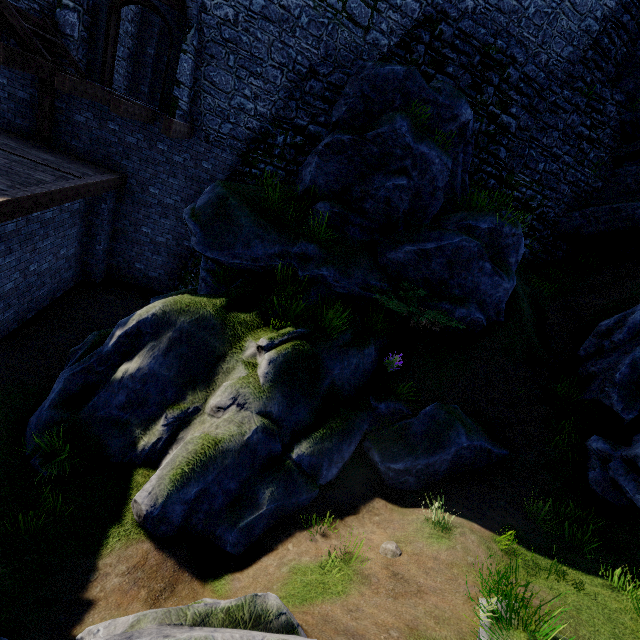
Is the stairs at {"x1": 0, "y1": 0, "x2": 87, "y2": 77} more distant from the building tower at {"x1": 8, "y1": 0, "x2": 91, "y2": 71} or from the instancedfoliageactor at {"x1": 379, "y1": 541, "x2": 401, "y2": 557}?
the instancedfoliageactor at {"x1": 379, "y1": 541, "x2": 401, "y2": 557}

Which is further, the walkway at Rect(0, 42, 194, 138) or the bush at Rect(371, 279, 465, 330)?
the bush at Rect(371, 279, 465, 330)

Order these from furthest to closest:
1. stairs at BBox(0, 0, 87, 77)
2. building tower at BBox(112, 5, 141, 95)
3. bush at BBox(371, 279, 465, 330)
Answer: building tower at BBox(112, 5, 141, 95), bush at BBox(371, 279, 465, 330), stairs at BBox(0, 0, 87, 77)

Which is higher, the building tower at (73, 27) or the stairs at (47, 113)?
the building tower at (73, 27)

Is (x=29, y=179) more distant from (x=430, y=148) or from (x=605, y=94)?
(x=605, y=94)

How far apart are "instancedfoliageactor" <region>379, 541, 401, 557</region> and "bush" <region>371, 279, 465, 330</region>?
4.66m

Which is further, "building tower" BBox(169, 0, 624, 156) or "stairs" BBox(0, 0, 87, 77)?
"building tower" BBox(169, 0, 624, 156)

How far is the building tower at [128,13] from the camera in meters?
12.4
